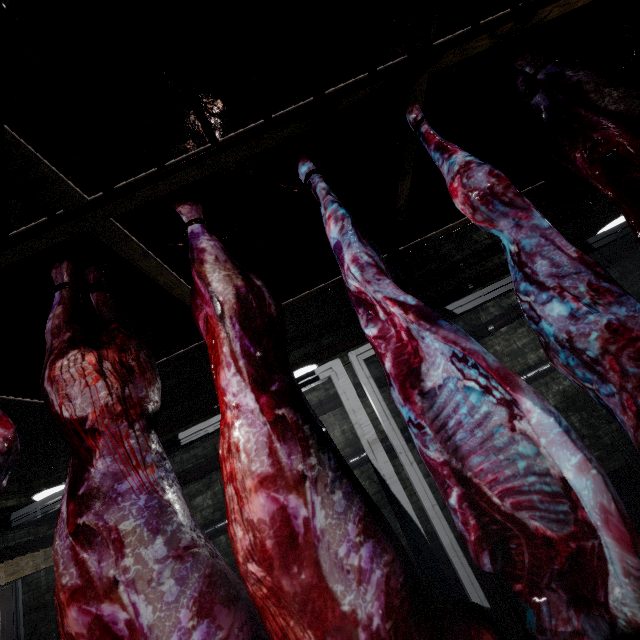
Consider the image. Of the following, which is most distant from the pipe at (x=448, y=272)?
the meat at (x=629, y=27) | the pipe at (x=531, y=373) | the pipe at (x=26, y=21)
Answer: the meat at (x=629, y=27)

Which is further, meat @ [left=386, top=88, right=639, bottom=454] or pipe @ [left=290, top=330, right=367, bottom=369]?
pipe @ [left=290, top=330, right=367, bottom=369]

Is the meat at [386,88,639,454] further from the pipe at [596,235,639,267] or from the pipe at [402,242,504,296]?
the pipe at [402,242,504,296]

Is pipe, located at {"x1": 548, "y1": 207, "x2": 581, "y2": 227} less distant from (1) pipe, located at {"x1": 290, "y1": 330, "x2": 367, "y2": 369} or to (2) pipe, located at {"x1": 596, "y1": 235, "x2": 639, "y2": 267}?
(1) pipe, located at {"x1": 290, "y1": 330, "x2": 367, "y2": 369}

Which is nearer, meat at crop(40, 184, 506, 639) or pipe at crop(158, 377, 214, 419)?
meat at crop(40, 184, 506, 639)

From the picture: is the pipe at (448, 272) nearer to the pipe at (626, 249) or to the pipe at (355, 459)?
the pipe at (626, 249)

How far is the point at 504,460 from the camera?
0.9 meters

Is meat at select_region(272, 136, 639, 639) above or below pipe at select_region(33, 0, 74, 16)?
below
